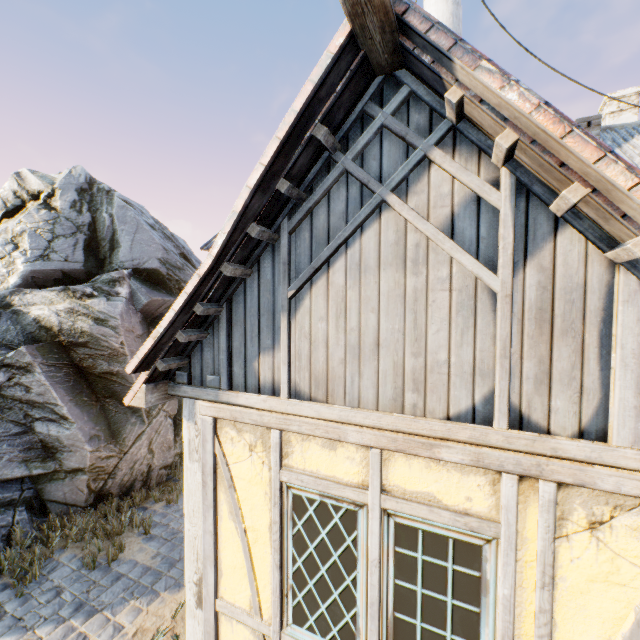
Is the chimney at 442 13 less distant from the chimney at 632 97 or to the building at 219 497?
the building at 219 497

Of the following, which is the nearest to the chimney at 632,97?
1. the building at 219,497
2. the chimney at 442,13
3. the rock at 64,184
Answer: the chimney at 442,13

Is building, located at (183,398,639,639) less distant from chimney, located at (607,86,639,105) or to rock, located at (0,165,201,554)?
rock, located at (0,165,201,554)

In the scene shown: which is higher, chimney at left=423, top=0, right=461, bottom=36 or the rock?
chimney at left=423, top=0, right=461, bottom=36

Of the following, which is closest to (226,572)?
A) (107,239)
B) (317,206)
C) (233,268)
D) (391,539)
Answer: (391,539)

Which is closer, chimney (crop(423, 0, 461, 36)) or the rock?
the rock

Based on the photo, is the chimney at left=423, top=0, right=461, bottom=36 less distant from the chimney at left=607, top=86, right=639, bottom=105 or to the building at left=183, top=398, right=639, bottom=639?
the building at left=183, top=398, right=639, bottom=639
